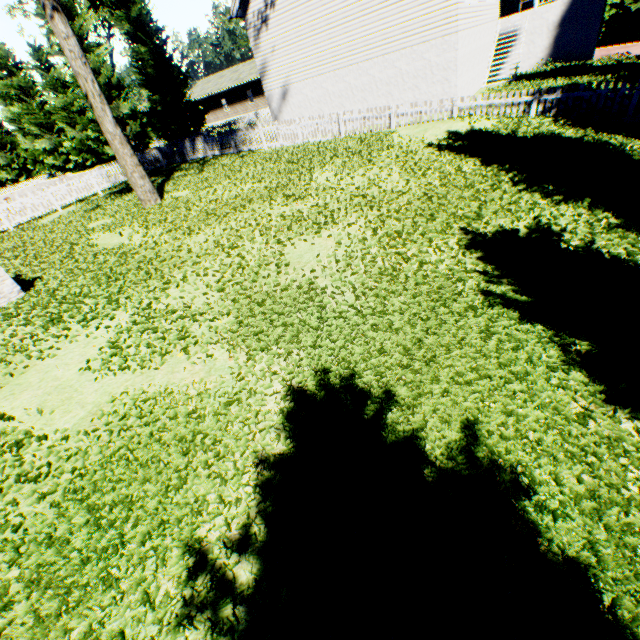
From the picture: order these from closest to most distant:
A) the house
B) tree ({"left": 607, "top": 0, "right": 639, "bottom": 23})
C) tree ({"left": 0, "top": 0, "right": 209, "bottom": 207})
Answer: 1. tree ({"left": 0, "top": 0, "right": 209, "bottom": 207})
2. tree ({"left": 607, "top": 0, "right": 639, "bottom": 23})
3. the house

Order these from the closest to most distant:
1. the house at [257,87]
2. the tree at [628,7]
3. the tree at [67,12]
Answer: the tree at [67,12], the tree at [628,7], the house at [257,87]

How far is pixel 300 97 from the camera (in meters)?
17.20

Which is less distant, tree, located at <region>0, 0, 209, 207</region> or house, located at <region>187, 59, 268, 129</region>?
tree, located at <region>0, 0, 209, 207</region>

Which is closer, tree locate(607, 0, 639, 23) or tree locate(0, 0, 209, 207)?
tree locate(0, 0, 209, 207)

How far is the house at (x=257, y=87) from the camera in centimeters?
4212cm

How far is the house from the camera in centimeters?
4212cm
